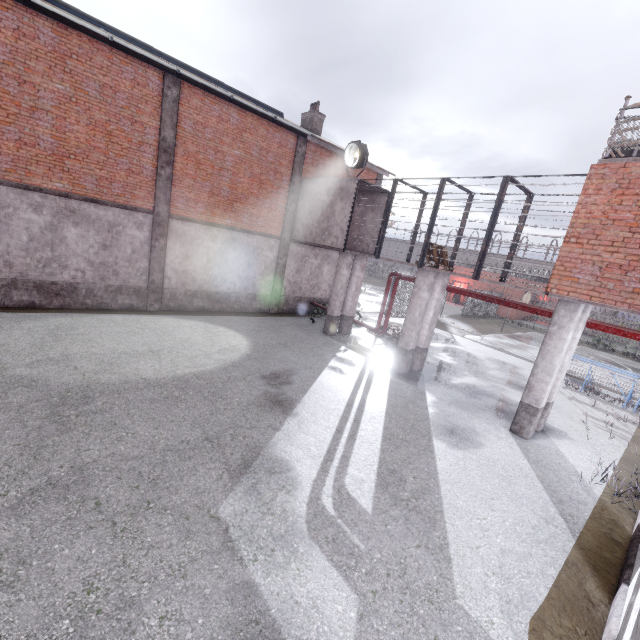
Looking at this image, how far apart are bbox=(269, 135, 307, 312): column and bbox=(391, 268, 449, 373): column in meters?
7.6

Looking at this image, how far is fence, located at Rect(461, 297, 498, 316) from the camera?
31.6 meters

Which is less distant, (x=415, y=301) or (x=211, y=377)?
(x=211, y=377)

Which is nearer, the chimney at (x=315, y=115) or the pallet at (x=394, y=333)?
the pallet at (x=394, y=333)

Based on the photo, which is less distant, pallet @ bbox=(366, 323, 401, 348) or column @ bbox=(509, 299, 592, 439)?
column @ bbox=(509, 299, 592, 439)

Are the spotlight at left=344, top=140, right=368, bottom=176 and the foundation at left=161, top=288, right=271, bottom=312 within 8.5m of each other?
yes

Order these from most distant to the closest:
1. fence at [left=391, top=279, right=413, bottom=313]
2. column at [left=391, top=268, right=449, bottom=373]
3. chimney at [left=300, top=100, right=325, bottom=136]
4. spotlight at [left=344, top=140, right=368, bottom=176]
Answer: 1. fence at [left=391, top=279, right=413, bottom=313]
2. chimney at [left=300, top=100, right=325, bottom=136]
3. spotlight at [left=344, top=140, right=368, bottom=176]
4. column at [left=391, top=268, right=449, bottom=373]

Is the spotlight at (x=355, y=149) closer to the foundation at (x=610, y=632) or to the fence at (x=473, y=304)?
the fence at (x=473, y=304)
